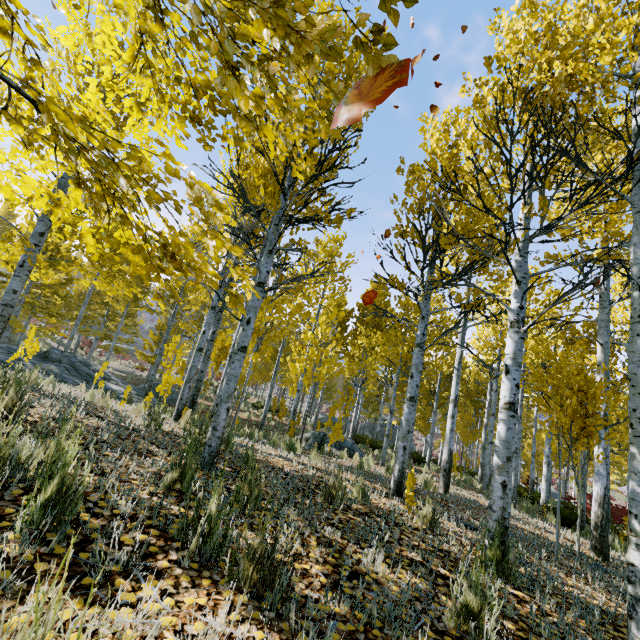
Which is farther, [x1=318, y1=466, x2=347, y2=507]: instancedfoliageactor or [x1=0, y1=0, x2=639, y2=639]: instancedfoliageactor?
[x1=318, y1=466, x2=347, y2=507]: instancedfoliageactor

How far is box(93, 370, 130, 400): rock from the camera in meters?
11.7 m

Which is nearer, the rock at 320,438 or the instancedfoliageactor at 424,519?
the instancedfoliageactor at 424,519

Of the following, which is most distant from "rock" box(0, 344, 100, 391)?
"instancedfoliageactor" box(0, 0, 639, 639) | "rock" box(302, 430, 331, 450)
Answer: "rock" box(302, 430, 331, 450)

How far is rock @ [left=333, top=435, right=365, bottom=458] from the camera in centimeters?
1148cm

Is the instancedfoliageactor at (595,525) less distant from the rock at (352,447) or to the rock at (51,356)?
the rock at (352,447)

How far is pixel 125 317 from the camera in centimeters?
2930cm
